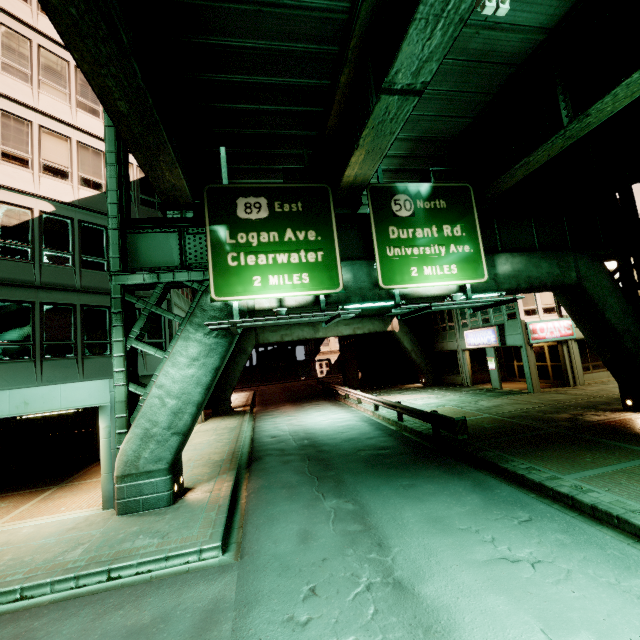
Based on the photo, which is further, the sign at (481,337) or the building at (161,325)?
the sign at (481,337)

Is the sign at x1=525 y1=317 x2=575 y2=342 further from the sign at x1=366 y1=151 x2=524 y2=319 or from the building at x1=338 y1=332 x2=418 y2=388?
the building at x1=338 y1=332 x2=418 y2=388

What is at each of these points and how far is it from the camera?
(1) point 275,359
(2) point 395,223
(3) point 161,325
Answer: (1) building, 59.2 meters
(2) sign, 11.0 meters
(3) building, 16.2 meters

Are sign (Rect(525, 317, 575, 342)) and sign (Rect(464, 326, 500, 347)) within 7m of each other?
yes

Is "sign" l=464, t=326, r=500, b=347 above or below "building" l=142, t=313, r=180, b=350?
below

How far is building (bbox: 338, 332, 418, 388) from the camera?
33.06m

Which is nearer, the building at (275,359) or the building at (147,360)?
the building at (147,360)

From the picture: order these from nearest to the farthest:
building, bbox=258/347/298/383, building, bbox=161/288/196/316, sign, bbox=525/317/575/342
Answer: building, bbox=161/288/196/316 < sign, bbox=525/317/575/342 < building, bbox=258/347/298/383
